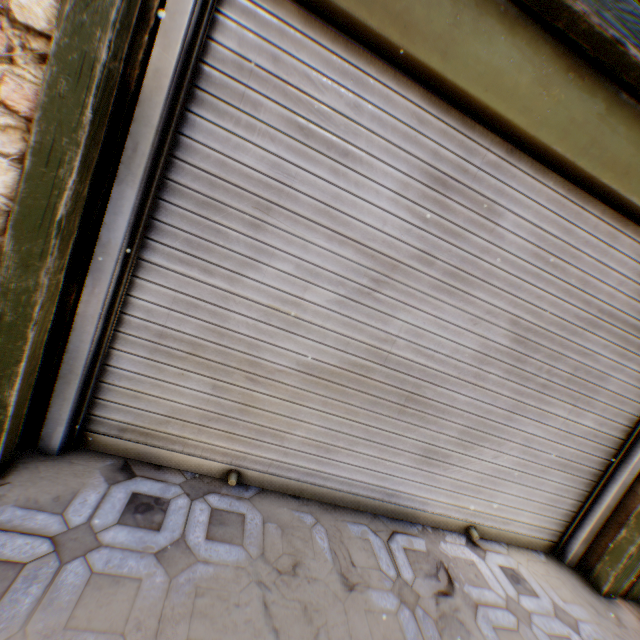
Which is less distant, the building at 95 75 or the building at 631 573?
the building at 95 75

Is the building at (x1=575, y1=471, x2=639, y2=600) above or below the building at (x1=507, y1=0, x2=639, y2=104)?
below

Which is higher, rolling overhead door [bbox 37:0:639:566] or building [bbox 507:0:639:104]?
building [bbox 507:0:639:104]

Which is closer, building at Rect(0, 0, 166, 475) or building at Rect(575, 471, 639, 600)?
building at Rect(0, 0, 166, 475)

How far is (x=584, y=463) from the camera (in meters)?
2.54

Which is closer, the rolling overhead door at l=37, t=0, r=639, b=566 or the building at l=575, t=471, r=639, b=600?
the rolling overhead door at l=37, t=0, r=639, b=566
